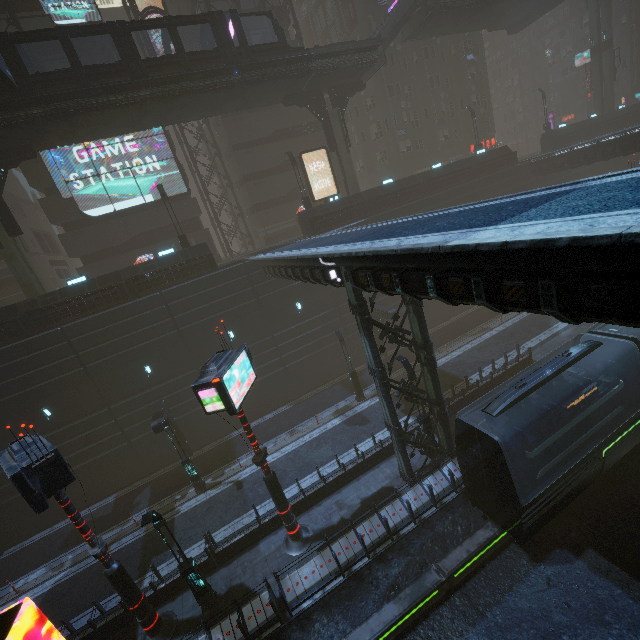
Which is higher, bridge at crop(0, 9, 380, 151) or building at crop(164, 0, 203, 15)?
building at crop(164, 0, 203, 15)

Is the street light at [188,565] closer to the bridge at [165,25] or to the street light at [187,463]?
the street light at [187,463]

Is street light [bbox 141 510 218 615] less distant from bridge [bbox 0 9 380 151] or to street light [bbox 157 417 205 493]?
street light [bbox 157 417 205 493]

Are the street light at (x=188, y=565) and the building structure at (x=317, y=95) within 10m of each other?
no

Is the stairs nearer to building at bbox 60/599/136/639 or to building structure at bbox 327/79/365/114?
building structure at bbox 327/79/365/114

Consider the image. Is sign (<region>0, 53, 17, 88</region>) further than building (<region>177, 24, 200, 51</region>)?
No

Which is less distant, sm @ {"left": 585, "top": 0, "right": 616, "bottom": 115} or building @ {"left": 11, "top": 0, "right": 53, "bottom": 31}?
building @ {"left": 11, "top": 0, "right": 53, "bottom": 31}

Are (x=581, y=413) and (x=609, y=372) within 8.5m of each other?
yes
